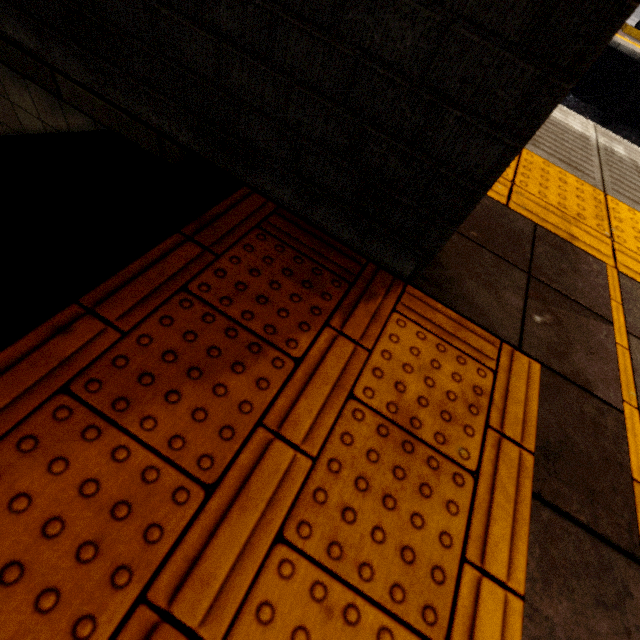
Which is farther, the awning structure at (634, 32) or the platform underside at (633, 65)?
the awning structure at (634, 32)

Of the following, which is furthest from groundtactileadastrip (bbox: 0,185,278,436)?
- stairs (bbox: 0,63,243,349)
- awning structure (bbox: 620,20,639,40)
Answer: awning structure (bbox: 620,20,639,40)

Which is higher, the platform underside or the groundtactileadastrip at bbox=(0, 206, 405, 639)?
the groundtactileadastrip at bbox=(0, 206, 405, 639)

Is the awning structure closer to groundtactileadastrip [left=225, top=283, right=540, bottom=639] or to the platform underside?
the platform underside

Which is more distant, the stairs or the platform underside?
the platform underside

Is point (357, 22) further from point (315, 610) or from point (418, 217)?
point (315, 610)

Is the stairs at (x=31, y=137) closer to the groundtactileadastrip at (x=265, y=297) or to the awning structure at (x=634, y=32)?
the groundtactileadastrip at (x=265, y=297)
